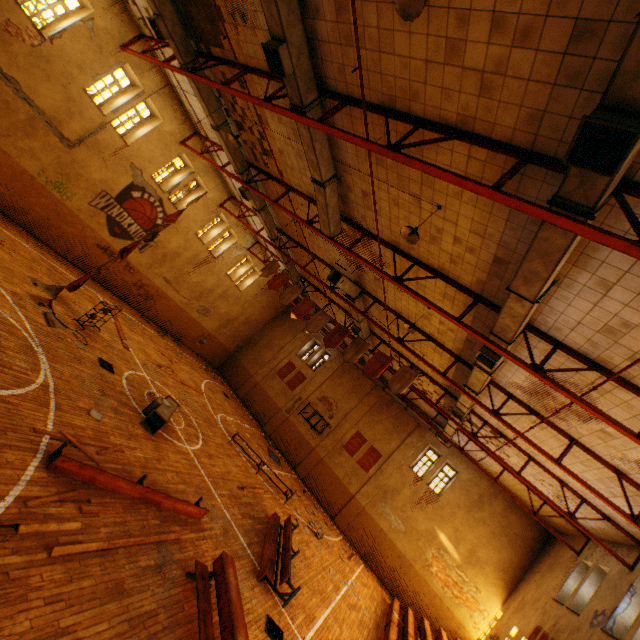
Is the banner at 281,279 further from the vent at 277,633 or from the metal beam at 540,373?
the vent at 277,633

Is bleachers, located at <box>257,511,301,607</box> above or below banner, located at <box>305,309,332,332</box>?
below

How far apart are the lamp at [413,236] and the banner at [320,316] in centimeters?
685cm

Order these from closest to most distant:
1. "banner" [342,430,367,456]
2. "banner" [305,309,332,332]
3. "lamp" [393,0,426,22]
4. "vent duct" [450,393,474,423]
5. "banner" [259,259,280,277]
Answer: "lamp" [393,0,426,22] < "vent duct" [450,393,474,423] < "banner" [305,309,332,332] < "banner" [259,259,280,277] < "banner" [342,430,367,456]

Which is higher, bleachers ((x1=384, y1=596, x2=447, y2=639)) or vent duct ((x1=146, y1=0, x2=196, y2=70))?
vent duct ((x1=146, y1=0, x2=196, y2=70))

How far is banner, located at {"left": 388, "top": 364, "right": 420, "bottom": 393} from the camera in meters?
11.6 m

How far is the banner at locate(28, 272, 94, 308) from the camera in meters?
10.0 m

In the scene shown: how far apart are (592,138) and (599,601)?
15.4m
